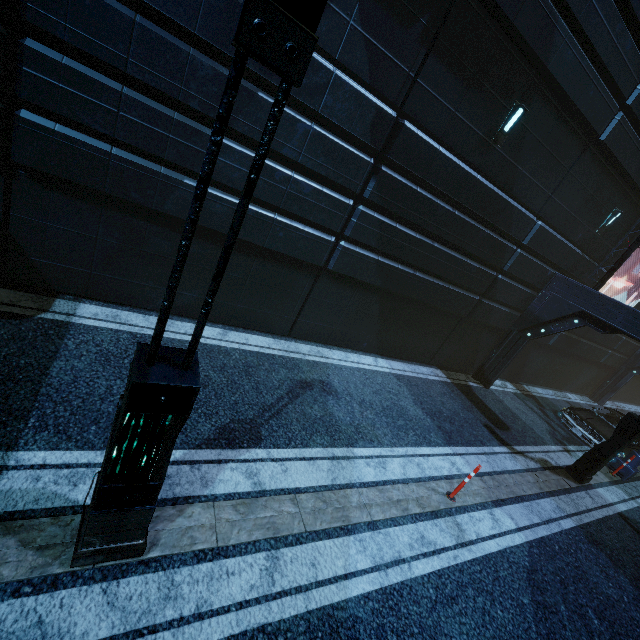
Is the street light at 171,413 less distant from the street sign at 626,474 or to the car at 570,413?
the car at 570,413

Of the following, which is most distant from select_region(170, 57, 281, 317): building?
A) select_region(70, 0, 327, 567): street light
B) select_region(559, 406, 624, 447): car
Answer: select_region(70, 0, 327, 567): street light

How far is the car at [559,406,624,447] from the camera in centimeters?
1219cm

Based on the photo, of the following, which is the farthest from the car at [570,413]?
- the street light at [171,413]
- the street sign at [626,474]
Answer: the street light at [171,413]

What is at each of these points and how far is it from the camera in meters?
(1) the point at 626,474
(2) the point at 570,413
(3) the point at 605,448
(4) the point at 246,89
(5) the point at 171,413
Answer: (1) street sign, 11.0
(2) car, 13.0
(3) street light, 9.1
(4) building, 5.5
(5) street light, 2.5

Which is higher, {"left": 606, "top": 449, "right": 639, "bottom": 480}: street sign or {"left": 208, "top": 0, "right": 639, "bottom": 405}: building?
{"left": 208, "top": 0, "right": 639, "bottom": 405}: building

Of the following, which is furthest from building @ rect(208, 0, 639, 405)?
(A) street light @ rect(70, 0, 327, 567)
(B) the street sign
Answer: (A) street light @ rect(70, 0, 327, 567)

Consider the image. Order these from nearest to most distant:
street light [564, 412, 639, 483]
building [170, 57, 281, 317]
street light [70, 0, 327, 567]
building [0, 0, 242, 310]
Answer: street light [70, 0, 327, 567] < building [0, 0, 242, 310] < building [170, 57, 281, 317] < street light [564, 412, 639, 483]
